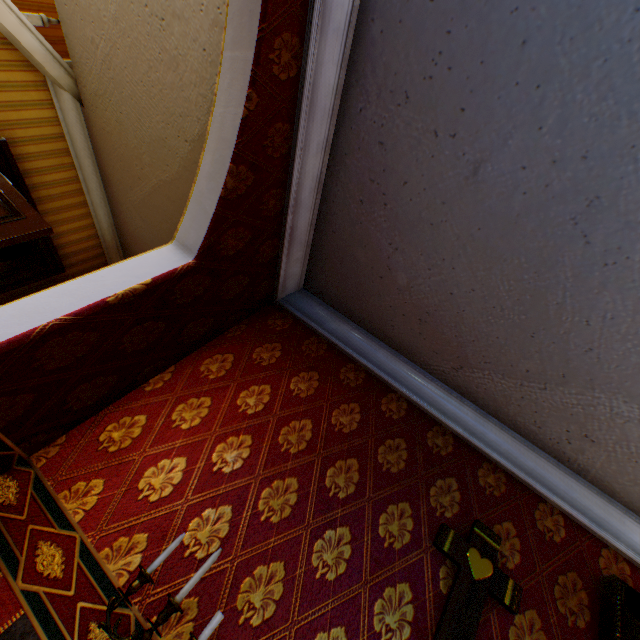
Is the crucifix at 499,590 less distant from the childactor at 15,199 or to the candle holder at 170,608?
the candle holder at 170,608

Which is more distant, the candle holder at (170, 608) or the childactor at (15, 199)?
the childactor at (15, 199)

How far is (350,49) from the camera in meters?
1.6

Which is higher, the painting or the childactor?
the painting

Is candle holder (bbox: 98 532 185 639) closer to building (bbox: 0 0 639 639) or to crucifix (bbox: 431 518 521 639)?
building (bbox: 0 0 639 639)

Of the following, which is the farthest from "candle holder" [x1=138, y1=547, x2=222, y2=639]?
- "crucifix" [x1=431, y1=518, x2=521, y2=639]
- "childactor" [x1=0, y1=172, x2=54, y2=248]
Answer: "childactor" [x1=0, y1=172, x2=54, y2=248]

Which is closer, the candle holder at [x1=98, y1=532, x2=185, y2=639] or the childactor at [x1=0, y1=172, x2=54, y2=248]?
the candle holder at [x1=98, y1=532, x2=185, y2=639]

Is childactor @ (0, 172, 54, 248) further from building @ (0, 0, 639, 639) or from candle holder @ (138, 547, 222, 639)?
candle holder @ (138, 547, 222, 639)
